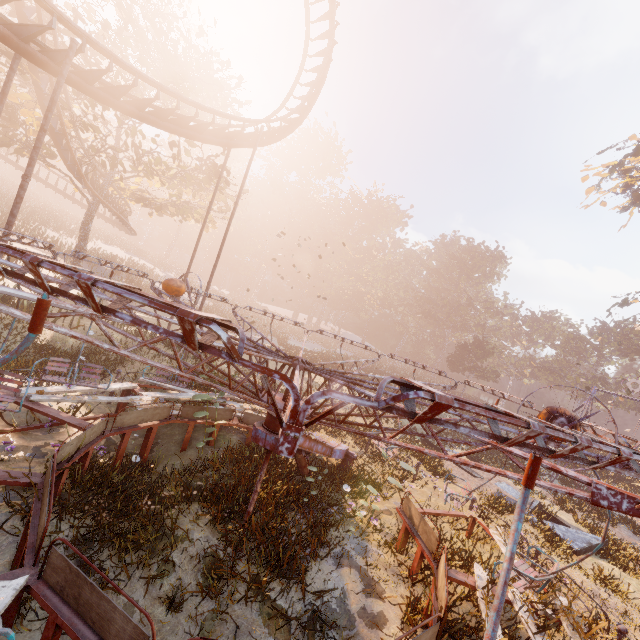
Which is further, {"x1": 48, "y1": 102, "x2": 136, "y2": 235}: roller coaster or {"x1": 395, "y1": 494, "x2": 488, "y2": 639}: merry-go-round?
{"x1": 48, "y1": 102, "x2": 136, "y2": 235}: roller coaster

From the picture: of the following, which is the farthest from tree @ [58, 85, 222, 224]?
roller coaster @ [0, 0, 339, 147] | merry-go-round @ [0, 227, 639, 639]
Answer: merry-go-round @ [0, 227, 639, 639]

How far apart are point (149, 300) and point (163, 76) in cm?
2446

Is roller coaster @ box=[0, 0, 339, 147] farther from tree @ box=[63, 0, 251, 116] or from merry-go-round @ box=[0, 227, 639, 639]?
merry-go-round @ box=[0, 227, 639, 639]

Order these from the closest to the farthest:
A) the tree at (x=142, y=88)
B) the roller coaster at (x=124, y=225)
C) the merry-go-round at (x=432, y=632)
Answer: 1. the merry-go-round at (x=432, y=632)
2. the roller coaster at (x=124, y=225)
3. the tree at (x=142, y=88)

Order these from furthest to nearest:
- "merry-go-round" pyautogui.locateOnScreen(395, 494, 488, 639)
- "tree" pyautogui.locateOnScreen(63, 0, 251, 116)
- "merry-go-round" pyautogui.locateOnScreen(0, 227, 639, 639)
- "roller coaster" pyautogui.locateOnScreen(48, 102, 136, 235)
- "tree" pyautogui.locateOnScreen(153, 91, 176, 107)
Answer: "tree" pyautogui.locateOnScreen(153, 91, 176, 107) → "tree" pyautogui.locateOnScreen(63, 0, 251, 116) → "roller coaster" pyautogui.locateOnScreen(48, 102, 136, 235) → "merry-go-round" pyautogui.locateOnScreen(395, 494, 488, 639) → "merry-go-round" pyautogui.locateOnScreen(0, 227, 639, 639)

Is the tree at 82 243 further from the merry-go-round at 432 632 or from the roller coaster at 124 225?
the merry-go-round at 432 632
